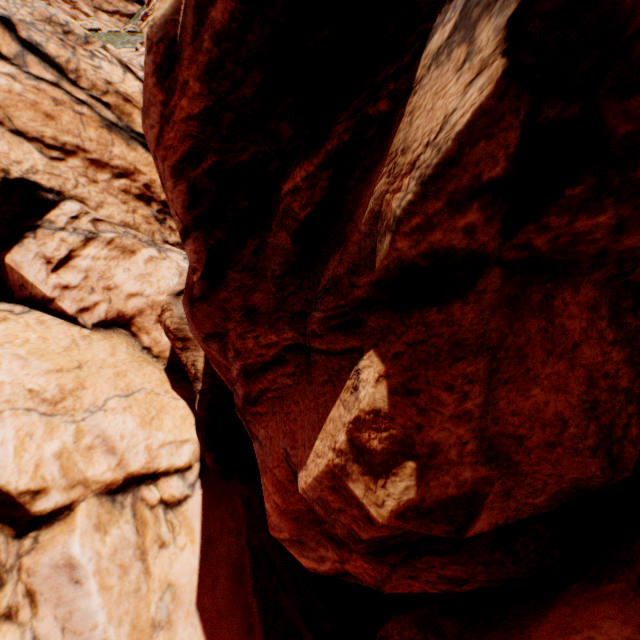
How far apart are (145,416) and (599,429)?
10.82m
